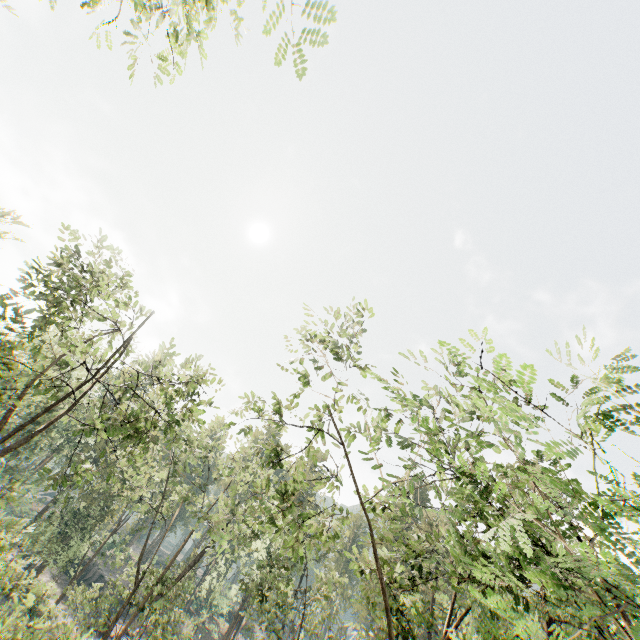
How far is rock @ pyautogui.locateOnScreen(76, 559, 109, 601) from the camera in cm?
4566

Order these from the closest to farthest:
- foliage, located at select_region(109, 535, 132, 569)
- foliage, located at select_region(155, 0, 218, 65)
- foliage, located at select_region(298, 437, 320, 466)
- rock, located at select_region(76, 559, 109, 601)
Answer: foliage, located at select_region(155, 0, 218, 65)
foliage, located at select_region(298, 437, 320, 466)
foliage, located at select_region(109, 535, 132, 569)
rock, located at select_region(76, 559, 109, 601)

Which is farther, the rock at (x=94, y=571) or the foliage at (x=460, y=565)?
the rock at (x=94, y=571)

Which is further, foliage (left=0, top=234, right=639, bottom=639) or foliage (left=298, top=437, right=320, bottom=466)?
foliage (left=298, top=437, right=320, bottom=466)

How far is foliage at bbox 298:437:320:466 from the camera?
14.4m

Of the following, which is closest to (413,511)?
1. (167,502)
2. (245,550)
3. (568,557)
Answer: (568,557)

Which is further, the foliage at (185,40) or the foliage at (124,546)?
the foliage at (124,546)
